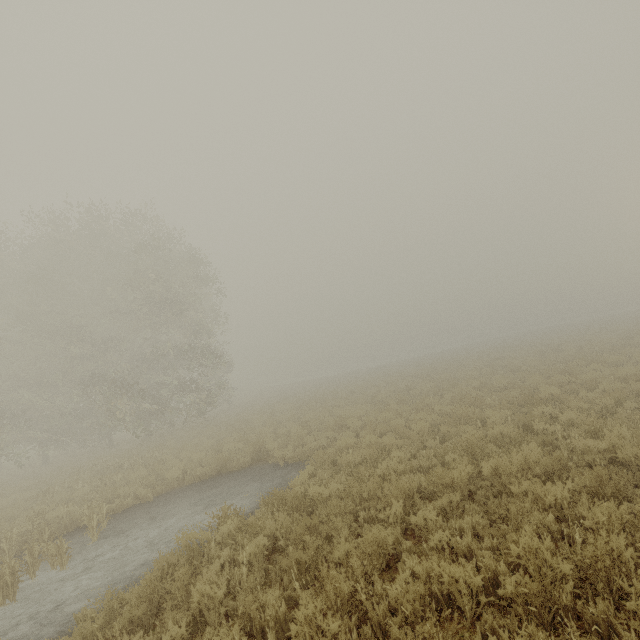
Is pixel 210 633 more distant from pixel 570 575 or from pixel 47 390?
pixel 47 390
